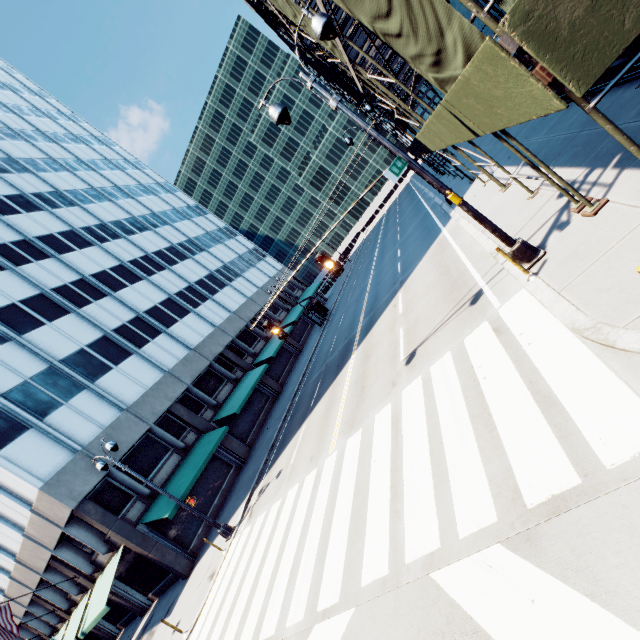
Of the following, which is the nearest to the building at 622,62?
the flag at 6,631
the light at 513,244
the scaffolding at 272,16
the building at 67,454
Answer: the scaffolding at 272,16

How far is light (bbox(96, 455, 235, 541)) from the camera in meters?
15.0 m

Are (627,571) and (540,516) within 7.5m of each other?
yes

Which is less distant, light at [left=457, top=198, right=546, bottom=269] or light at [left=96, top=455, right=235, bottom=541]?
light at [left=457, top=198, right=546, bottom=269]

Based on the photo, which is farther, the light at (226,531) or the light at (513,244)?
the light at (226,531)

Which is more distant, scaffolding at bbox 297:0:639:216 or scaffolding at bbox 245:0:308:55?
scaffolding at bbox 245:0:308:55

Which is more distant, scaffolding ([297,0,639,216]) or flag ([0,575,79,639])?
flag ([0,575,79,639])

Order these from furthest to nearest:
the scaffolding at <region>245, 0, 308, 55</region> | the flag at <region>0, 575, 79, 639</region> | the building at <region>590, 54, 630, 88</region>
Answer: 1. the flag at <region>0, 575, 79, 639</region>
2. the scaffolding at <region>245, 0, 308, 55</region>
3. the building at <region>590, 54, 630, 88</region>
